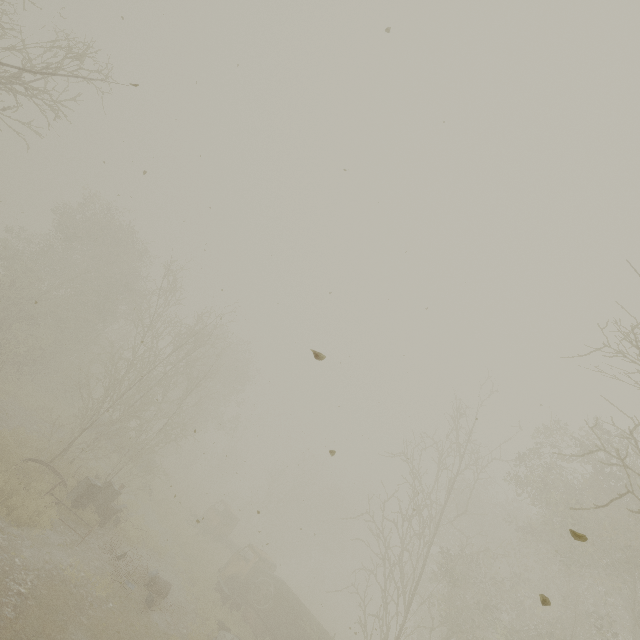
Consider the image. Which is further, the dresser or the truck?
the truck

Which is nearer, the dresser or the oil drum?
the dresser

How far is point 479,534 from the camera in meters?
13.3

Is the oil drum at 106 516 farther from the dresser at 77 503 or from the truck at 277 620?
the truck at 277 620

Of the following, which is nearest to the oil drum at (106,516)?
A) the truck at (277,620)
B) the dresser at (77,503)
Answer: the dresser at (77,503)

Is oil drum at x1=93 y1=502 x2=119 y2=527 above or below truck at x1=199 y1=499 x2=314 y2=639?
below

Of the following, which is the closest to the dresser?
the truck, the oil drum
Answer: the oil drum

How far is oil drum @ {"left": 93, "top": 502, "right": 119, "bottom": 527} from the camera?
14.45m
